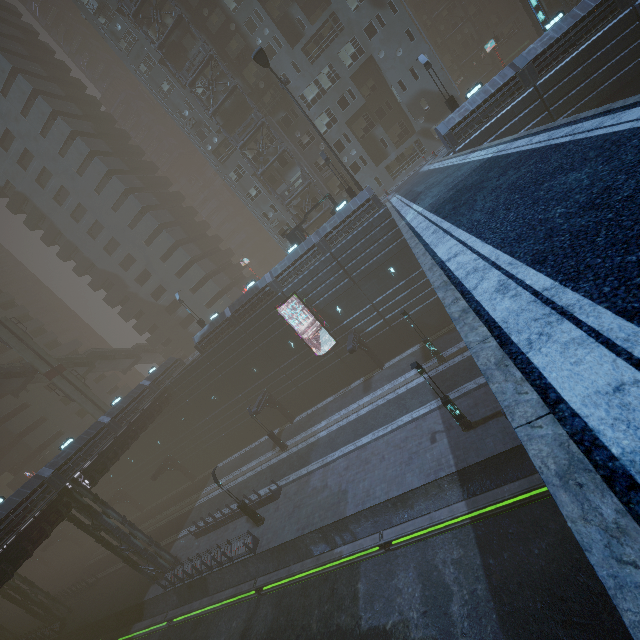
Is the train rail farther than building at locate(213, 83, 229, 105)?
No

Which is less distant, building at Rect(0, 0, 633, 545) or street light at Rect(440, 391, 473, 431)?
street light at Rect(440, 391, 473, 431)

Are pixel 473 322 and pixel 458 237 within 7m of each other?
yes

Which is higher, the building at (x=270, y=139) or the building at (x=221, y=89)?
the building at (x=221, y=89)

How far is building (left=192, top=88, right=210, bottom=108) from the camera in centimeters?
3607cm

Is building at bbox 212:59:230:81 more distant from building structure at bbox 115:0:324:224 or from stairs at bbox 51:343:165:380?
stairs at bbox 51:343:165:380

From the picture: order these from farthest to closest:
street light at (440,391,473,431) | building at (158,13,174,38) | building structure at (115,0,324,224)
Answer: building at (158,13,174,38)
building structure at (115,0,324,224)
street light at (440,391,473,431)

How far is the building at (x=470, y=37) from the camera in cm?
5024
